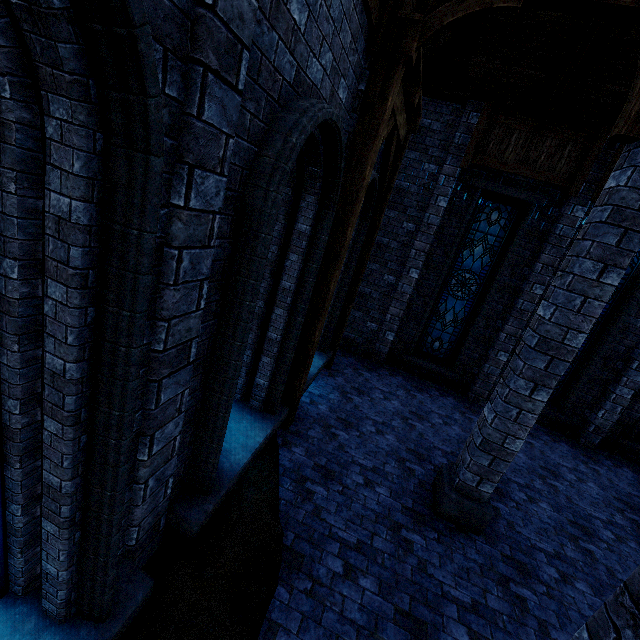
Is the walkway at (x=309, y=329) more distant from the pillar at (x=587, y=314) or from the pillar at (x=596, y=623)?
the pillar at (x=596, y=623)

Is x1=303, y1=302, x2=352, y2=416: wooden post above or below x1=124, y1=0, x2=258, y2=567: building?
below

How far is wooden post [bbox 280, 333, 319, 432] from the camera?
5.4 meters

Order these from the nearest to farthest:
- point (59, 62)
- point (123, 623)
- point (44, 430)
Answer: point (59, 62) → point (44, 430) → point (123, 623)

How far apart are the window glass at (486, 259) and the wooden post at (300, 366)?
5.02m

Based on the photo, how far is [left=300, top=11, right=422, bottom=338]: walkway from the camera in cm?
407

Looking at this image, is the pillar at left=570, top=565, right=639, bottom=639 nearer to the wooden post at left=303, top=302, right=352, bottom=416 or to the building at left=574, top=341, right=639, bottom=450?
the building at left=574, top=341, right=639, bottom=450

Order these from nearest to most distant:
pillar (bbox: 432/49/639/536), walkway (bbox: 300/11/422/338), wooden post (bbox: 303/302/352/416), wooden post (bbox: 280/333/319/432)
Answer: pillar (bbox: 432/49/639/536), walkway (bbox: 300/11/422/338), wooden post (bbox: 280/333/319/432), wooden post (bbox: 303/302/352/416)
